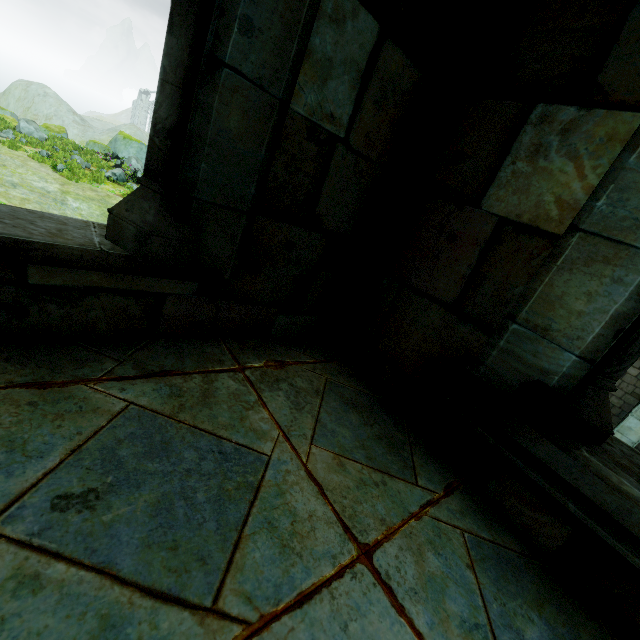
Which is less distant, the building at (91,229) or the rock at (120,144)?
the building at (91,229)

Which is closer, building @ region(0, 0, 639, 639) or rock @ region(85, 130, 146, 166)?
building @ region(0, 0, 639, 639)

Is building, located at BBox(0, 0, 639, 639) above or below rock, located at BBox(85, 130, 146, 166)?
above

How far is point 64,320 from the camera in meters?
1.2

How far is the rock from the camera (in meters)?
25.58

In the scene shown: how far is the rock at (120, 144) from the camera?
25.6m
